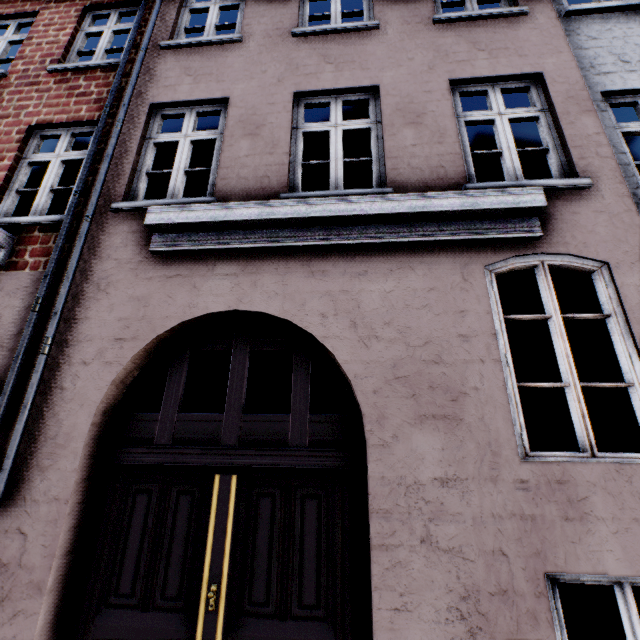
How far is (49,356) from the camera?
3.2 meters
